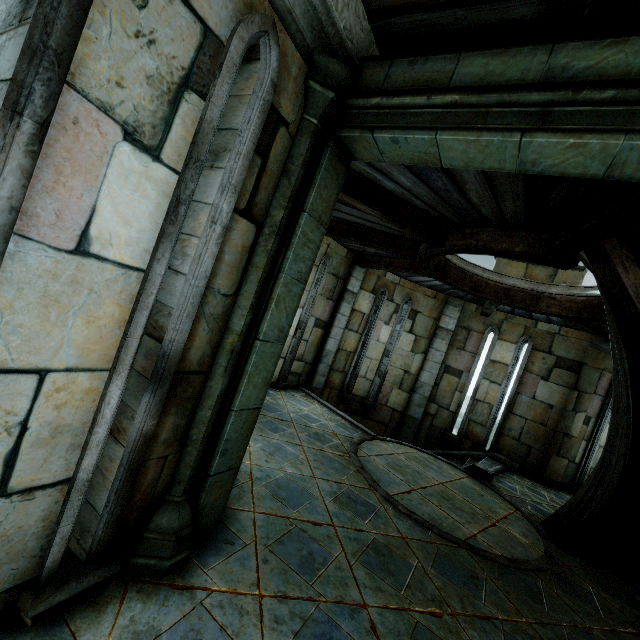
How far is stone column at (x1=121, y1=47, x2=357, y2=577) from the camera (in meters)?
2.30

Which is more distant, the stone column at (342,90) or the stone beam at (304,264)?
the stone column at (342,90)

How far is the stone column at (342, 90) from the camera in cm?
230

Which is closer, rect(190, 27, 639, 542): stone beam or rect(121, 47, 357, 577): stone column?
rect(190, 27, 639, 542): stone beam

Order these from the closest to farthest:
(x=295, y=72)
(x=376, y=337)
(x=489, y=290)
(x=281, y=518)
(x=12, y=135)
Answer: (x=12, y=135) → (x=295, y=72) → (x=281, y=518) → (x=489, y=290) → (x=376, y=337)
